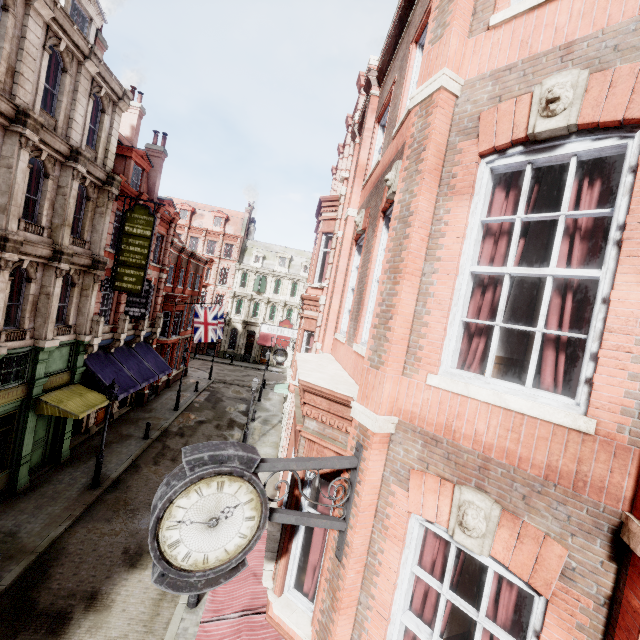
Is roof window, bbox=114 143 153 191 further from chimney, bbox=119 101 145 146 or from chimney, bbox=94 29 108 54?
chimney, bbox=119 101 145 146

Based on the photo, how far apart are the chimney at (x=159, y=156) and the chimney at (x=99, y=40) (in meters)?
6.77

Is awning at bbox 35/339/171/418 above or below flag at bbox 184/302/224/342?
below

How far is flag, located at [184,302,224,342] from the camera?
25.52m

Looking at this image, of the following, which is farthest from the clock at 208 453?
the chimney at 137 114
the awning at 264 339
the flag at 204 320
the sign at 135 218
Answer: the awning at 264 339

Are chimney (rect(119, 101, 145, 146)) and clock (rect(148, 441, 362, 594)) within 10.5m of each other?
no

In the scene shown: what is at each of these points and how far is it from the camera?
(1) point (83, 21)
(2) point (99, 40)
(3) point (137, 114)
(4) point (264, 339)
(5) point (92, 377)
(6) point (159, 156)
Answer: (1) roof window, 14.24m
(2) chimney, 15.34m
(3) chimney, 22.55m
(4) awning, 46.44m
(5) awning, 16.05m
(6) chimney, 22.73m

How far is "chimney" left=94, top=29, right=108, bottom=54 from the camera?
15.1 meters
